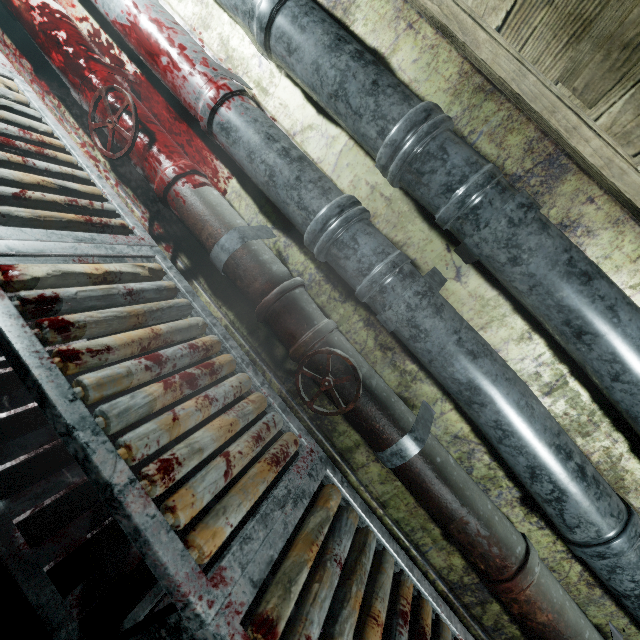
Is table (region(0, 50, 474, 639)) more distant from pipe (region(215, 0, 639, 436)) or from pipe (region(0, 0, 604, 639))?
pipe (region(215, 0, 639, 436))

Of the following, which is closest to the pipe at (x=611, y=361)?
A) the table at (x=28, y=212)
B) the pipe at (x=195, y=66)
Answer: → the pipe at (x=195, y=66)

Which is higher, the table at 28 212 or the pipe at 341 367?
the pipe at 341 367

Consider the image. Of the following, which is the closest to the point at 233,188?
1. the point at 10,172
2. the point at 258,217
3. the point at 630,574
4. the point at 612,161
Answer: the point at 258,217

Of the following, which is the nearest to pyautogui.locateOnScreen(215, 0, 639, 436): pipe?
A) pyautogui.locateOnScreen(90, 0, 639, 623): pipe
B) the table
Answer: pyautogui.locateOnScreen(90, 0, 639, 623): pipe

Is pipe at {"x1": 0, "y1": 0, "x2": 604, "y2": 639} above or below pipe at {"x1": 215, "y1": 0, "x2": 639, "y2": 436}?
below

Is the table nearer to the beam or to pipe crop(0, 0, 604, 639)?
pipe crop(0, 0, 604, 639)
